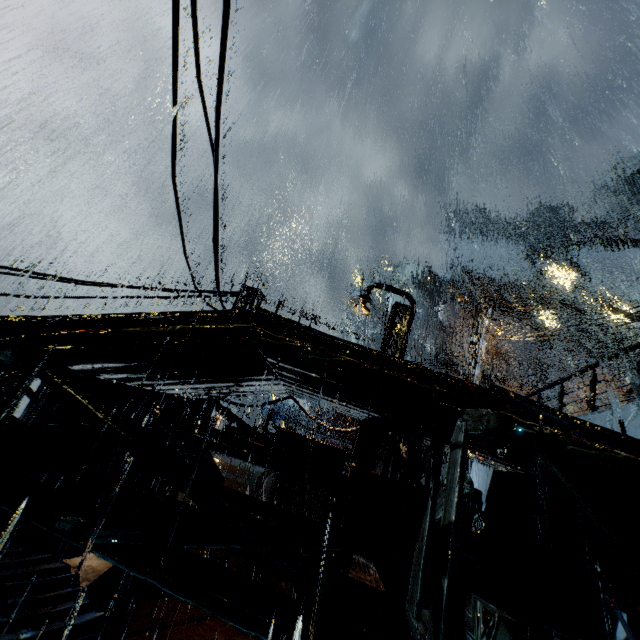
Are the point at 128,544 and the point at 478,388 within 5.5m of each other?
yes

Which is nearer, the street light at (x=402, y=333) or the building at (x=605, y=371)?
the street light at (x=402, y=333)

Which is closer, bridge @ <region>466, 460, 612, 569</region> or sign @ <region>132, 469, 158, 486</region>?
bridge @ <region>466, 460, 612, 569</region>

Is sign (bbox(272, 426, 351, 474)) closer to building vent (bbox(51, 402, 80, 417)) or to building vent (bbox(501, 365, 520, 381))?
building vent (bbox(51, 402, 80, 417))

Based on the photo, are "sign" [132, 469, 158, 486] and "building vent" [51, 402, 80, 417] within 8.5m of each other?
yes

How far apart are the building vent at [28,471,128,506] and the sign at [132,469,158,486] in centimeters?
1cm

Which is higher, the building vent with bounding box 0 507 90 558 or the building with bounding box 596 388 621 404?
the building with bounding box 596 388 621 404

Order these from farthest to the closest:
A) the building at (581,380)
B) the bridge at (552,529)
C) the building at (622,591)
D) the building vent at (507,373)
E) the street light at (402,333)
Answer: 1. the building vent at (507,373)
2. the building at (581,380)
3. the street light at (402,333)
4. the bridge at (552,529)
5. the building at (622,591)
